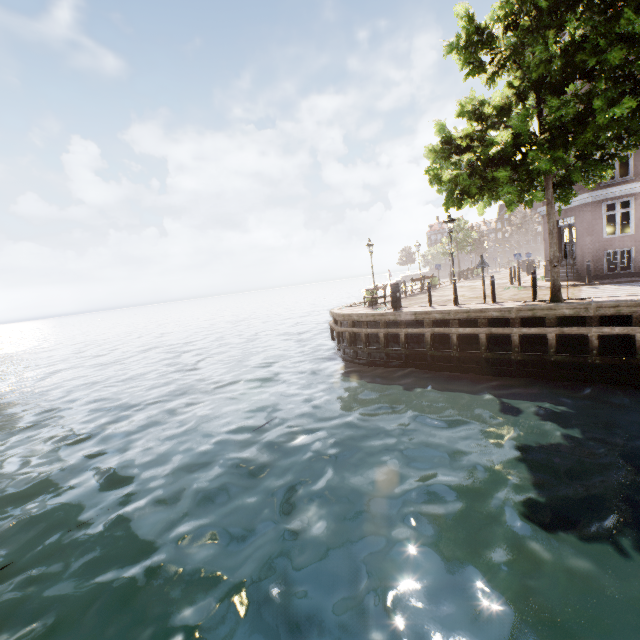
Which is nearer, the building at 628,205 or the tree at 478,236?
the building at 628,205

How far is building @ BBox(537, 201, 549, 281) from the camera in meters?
19.2 m

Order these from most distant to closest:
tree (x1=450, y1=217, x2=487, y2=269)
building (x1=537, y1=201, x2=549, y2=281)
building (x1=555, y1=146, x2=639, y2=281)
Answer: tree (x1=450, y1=217, x2=487, y2=269), building (x1=537, y1=201, x2=549, y2=281), building (x1=555, y1=146, x2=639, y2=281)

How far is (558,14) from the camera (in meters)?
9.71

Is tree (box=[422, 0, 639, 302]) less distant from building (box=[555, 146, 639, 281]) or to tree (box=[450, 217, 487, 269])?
building (box=[555, 146, 639, 281])

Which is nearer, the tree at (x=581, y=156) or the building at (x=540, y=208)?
the tree at (x=581, y=156)

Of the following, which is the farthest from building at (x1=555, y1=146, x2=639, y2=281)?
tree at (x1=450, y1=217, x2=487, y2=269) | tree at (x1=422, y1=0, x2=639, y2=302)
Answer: tree at (x1=450, y1=217, x2=487, y2=269)
